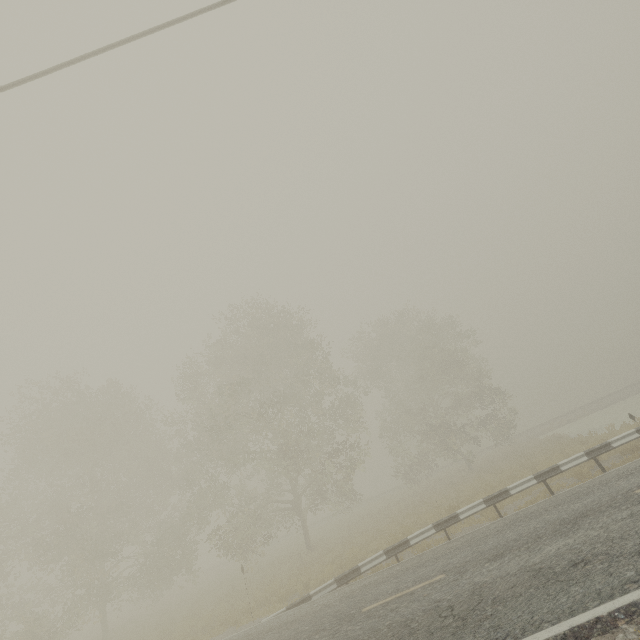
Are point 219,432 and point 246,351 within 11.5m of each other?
yes

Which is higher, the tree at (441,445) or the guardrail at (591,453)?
the tree at (441,445)

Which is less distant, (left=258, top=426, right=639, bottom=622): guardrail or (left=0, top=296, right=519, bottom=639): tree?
(left=258, top=426, right=639, bottom=622): guardrail

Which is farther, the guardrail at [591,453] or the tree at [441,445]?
the tree at [441,445]

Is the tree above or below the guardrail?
above
